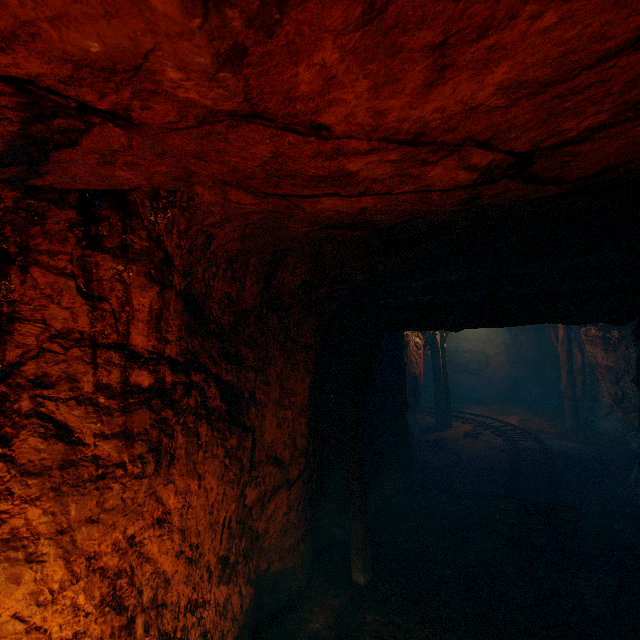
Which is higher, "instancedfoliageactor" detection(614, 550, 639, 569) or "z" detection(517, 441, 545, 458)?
"z" detection(517, 441, 545, 458)

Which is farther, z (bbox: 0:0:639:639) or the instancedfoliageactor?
the instancedfoliageactor

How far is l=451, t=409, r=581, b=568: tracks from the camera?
4.9m

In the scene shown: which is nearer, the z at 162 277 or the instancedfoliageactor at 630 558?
the z at 162 277

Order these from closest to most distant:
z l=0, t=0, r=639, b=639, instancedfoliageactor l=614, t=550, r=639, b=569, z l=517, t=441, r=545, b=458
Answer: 1. z l=0, t=0, r=639, b=639
2. instancedfoliageactor l=614, t=550, r=639, b=569
3. z l=517, t=441, r=545, b=458

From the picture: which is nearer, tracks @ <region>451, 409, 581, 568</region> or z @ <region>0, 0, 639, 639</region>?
z @ <region>0, 0, 639, 639</region>

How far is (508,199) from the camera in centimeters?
194cm

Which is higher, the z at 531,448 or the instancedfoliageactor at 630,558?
the z at 531,448
